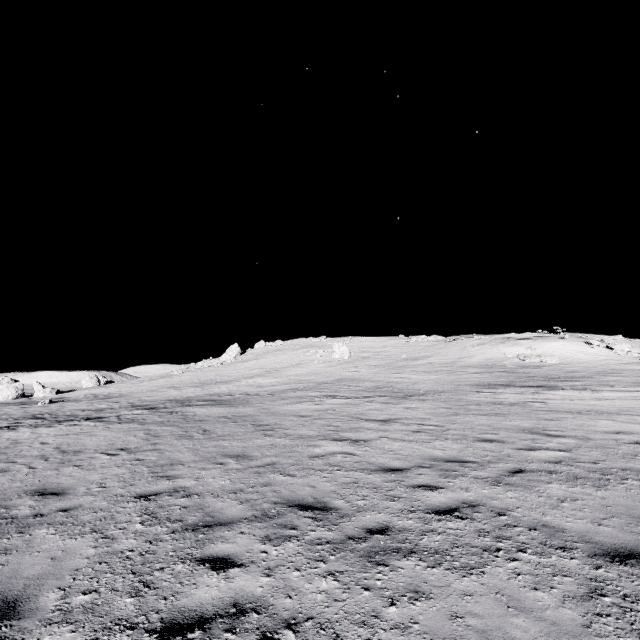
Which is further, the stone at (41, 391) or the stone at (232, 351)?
the stone at (232, 351)

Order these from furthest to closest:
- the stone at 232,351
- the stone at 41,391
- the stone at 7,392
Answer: the stone at 232,351, the stone at 41,391, the stone at 7,392

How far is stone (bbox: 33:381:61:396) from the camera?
43.5m

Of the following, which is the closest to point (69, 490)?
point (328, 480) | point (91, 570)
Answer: point (91, 570)

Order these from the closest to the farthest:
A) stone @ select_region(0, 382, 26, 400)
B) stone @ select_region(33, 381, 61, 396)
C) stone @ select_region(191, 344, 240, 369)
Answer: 1. stone @ select_region(0, 382, 26, 400)
2. stone @ select_region(33, 381, 61, 396)
3. stone @ select_region(191, 344, 240, 369)

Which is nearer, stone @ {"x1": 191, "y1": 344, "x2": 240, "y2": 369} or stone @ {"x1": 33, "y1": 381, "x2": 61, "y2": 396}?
stone @ {"x1": 33, "y1": 381, "x2": 61, "y2": 396}

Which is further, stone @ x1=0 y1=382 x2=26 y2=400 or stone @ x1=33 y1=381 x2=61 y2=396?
stone @ x1=33 y1=381 x2=61 y2=396

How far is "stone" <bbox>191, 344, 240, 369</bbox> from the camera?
53.9 meters
